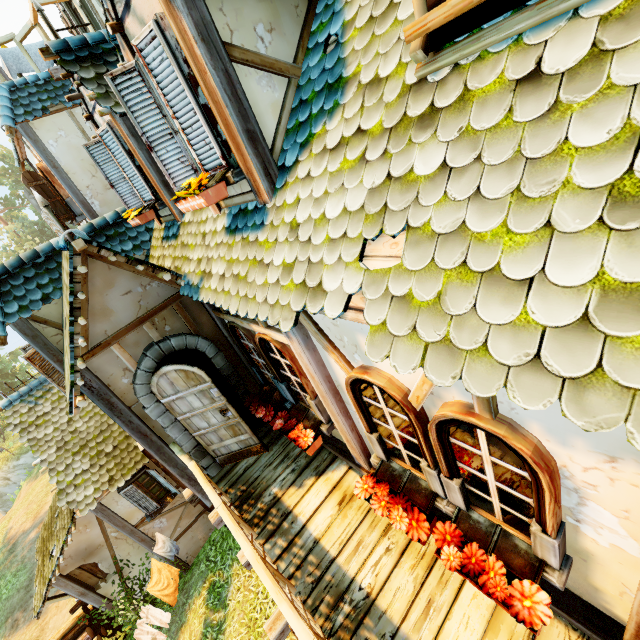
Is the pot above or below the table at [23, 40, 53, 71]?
below

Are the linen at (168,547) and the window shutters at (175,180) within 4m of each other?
no

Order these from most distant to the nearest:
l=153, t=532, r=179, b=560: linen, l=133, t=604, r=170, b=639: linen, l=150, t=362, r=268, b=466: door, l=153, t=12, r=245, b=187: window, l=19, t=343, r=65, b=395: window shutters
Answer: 1. l=153, t=532, r=179, b=560: linen
2. l=133, t=604, r=170, b=639: linen
3. l=19, t=343, r=65, b=395: window shutters
4. l=150, t=362, r=268, b=466: door
5. l=153, t=12, r=245, b=187: window

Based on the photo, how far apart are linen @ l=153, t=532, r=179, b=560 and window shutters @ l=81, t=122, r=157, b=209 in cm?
797

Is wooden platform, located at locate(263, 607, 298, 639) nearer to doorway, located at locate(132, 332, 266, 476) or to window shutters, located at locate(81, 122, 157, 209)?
doorway, located at locate(132, 332, 266, 476)

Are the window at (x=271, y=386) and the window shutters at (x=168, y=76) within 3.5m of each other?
yes

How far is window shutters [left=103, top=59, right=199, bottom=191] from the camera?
3.2 meters

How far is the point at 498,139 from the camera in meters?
1.5 m
